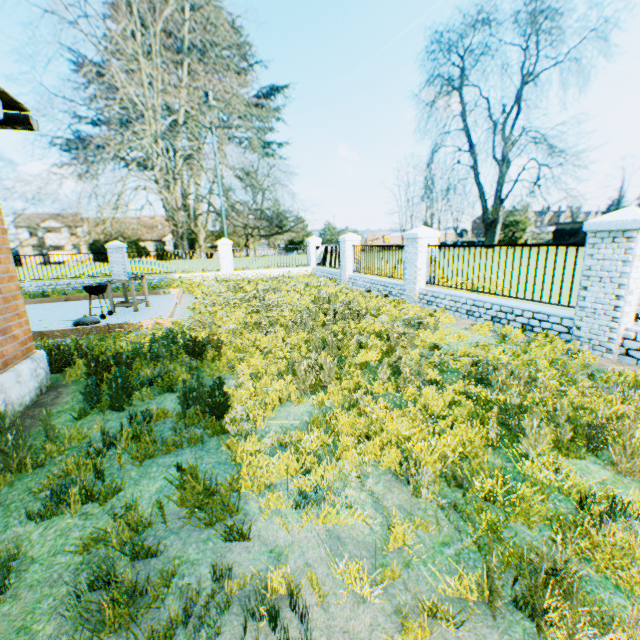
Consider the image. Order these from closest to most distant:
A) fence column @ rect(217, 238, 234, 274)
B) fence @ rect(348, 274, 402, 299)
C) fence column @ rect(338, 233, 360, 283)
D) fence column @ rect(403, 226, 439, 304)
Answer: fence column @ rect(403, 226, 439, 304), fence @ rect(348, 274, 402, 299), fence column @ rect(338, 233, 360, 283), fence column @ rect(217, 238, 234, 274)

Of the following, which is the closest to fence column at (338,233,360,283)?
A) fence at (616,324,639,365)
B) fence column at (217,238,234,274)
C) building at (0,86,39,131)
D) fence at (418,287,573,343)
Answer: fence at (418,287,573,343)

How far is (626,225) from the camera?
5.1 meters

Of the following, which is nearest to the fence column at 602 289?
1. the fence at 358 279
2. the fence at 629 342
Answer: the fence at 629 342

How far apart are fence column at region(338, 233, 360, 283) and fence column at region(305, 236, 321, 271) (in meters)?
4.74

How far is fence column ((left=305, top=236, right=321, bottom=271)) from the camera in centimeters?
2055cm

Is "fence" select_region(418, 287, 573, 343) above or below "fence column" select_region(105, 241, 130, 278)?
below

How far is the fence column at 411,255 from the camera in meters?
10.3
